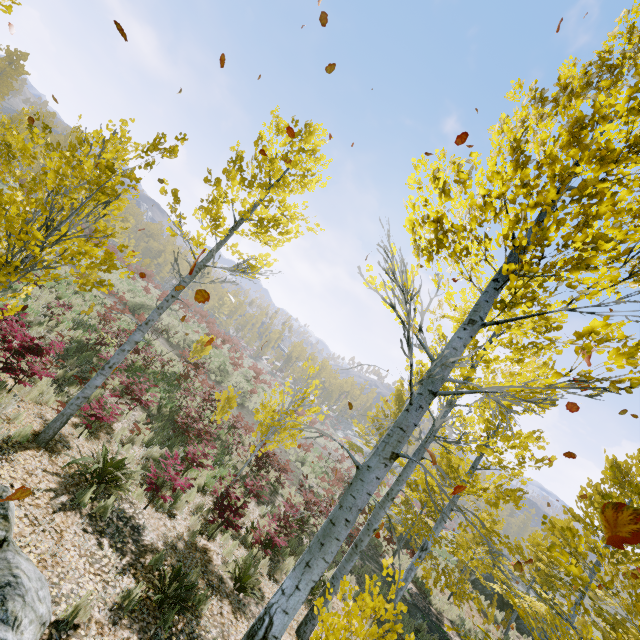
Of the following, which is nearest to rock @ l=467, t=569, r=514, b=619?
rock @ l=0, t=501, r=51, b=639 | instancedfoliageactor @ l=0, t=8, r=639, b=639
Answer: instancedfoliageactor @ l=0, t=8, r=639, b=639

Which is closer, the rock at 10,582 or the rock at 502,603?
the rock at 10,582

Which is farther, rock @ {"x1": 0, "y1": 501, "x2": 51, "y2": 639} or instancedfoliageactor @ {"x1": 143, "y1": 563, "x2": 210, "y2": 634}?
instancedfoliageactor @ {"x1": 143, "y1": 563, "x2": 210, "y2": 634}

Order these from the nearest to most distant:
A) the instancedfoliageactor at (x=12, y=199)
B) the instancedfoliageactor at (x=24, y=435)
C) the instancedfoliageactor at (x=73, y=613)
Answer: the instancedfoliageactor at (x=12, y=199) → the instancedfoliageactor at (x=73, y=613) → the instancedfoliageactor at (x=24, y=435)

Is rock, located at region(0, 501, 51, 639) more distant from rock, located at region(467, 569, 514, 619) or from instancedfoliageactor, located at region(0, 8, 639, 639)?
rock, located at region(467, 569, 514, 619)

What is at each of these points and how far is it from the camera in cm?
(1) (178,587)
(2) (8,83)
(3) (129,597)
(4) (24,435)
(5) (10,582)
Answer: (1) instancedfoliageactor, 493
(2) instancedfoliageactor, 3288
(3) instancedfoliageactor, 439
(4) instancedfoliageactor, 578
(5) rock, 318

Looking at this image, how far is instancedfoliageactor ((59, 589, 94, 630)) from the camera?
3.6m
